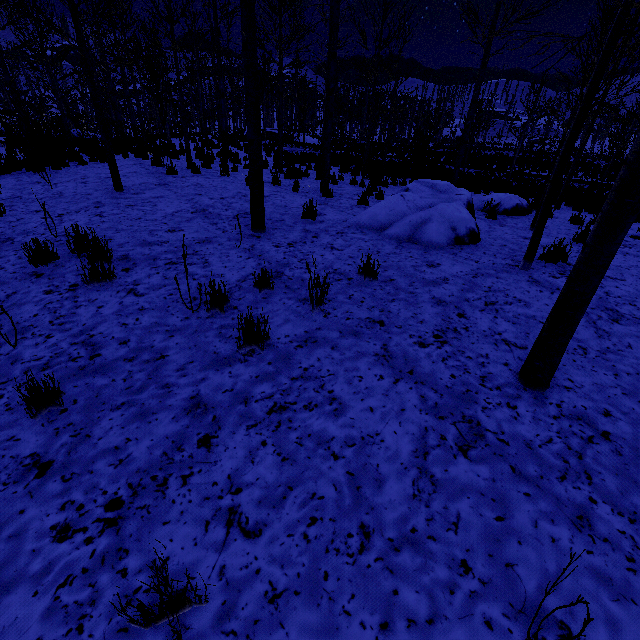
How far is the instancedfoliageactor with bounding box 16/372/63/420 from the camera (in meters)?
2.26

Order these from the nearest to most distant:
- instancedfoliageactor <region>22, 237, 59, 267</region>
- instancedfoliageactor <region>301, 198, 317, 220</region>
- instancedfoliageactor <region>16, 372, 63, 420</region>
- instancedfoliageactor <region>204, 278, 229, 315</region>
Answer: instancedfoliageactor <region>16, 372, 63, 420</region> → instancedfoliageactor <region>204, 278, 229, 315</region> → instancedfoliageactor <region>22, 237, 59, 267</region> → instancedfoliageactor <region>301, 198, 317, 220</region>

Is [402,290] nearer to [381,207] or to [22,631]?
[381,207]

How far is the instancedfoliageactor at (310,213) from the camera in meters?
6.4 m

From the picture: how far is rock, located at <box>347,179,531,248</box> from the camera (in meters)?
5.80
